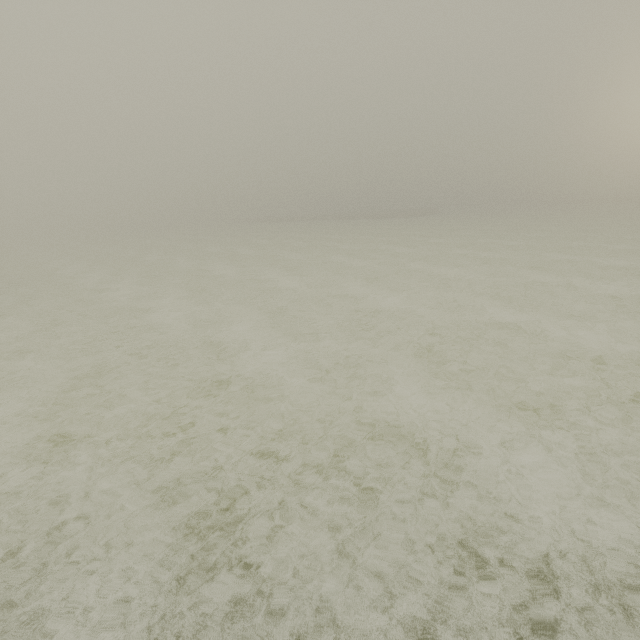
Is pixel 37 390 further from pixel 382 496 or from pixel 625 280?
pixel 625 280
